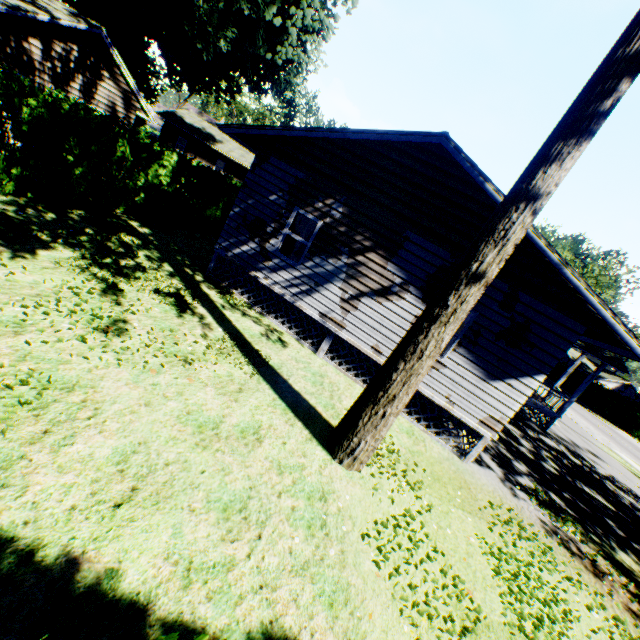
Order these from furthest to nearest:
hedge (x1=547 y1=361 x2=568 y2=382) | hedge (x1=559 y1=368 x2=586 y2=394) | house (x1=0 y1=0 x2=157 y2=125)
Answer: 1. hedge (x1=547 y1=361 x2=568 y2=382)
2. hedge (x1=559 y1=368 x2=586 y2=394)
3. house (x1=0 y1=0 x2=157 y2=125)

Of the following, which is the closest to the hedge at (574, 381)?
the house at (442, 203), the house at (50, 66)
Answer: the house at (442, 203)

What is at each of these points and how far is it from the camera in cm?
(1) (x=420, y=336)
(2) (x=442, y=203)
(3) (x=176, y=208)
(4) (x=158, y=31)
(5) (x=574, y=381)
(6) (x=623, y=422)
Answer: (1) plant, 529
(2) house, 828
(3) hedge, 1432
(4) plant, 2267
(5) hedge, 4294
(6) hedge, 3572

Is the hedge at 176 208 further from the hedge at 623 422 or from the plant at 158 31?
the hedge at 623 422

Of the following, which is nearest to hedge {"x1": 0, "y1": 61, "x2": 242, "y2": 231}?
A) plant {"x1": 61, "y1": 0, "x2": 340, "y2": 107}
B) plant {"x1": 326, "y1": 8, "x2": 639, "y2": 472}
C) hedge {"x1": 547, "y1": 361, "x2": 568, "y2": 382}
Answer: plant {"x1": 61, "y1": 0, "x2": 340, "y2": 107}

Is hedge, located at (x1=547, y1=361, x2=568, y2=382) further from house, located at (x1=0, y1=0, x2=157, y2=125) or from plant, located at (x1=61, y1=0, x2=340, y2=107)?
house, located at (x1=0, y1=0, x2=157, y2=125)

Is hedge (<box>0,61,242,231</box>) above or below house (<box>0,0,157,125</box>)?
below

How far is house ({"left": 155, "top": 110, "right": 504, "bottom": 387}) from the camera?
8.2m
